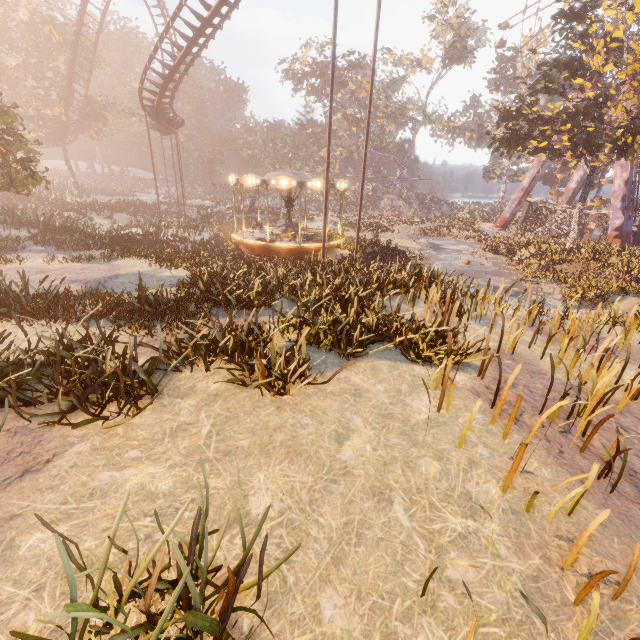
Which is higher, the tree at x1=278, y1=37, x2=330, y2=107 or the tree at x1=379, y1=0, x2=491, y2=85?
the tree at x1=379, y1=0, x2=491, y2=85

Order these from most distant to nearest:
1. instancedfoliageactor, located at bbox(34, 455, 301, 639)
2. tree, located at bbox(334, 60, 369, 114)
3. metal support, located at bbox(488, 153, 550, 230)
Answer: tree, located at bbox(334, 60, 369, 114)
metal support, located at bbox(488, 153, 550, 230)
instancedfoliageactor, located at bbox(34, 455, 301, 639)

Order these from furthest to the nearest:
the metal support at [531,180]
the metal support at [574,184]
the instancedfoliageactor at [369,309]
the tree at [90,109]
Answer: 1. the metal support at [574,184]
2. the metal support at [531,180]
3. the tree at [90,109]
4. the instancedfoliageactor at [369,309]

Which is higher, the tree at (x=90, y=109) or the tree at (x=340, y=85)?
the tree at (x=340, y=85)

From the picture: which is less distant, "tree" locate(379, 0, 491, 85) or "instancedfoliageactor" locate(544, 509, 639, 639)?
"instancedfoliageactor" locate(544, 509, 639, 639)

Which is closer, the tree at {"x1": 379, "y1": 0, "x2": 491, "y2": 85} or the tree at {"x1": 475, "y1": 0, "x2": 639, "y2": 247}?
the tree at {"x1": 475, "y1": 0, "x2": 639, "y2": 247}

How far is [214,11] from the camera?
17.06m

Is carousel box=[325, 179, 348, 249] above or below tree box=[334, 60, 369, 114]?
below
